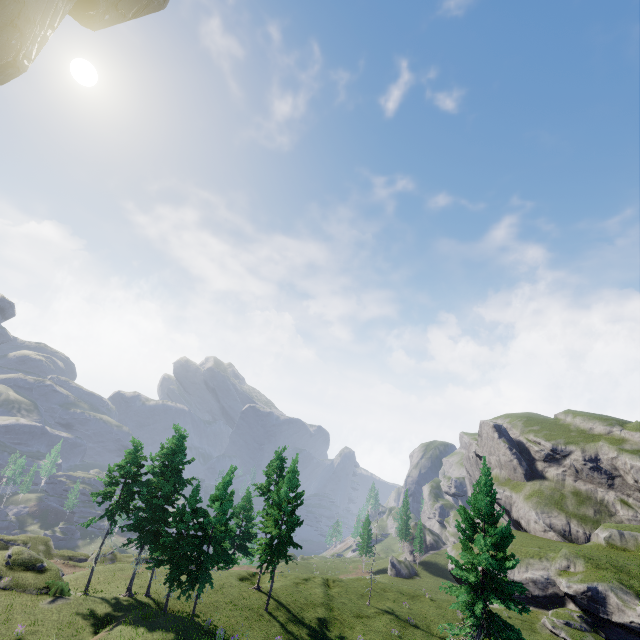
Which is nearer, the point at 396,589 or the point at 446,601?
the point at 446,601
